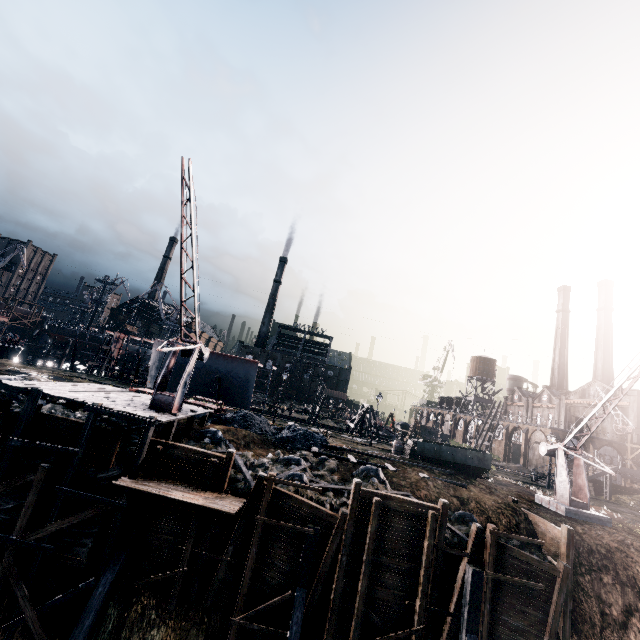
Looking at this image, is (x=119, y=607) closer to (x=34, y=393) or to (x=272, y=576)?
(x=272, y=576)

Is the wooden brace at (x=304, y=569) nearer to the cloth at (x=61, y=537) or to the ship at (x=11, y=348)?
the cloth at (x=61, y=537)

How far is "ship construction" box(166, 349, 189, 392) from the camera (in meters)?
44.94

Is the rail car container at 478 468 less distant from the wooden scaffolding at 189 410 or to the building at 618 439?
the wooden scaffolding at 189 410

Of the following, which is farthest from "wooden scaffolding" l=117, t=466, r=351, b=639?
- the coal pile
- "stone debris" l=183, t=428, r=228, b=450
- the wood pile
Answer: the wood pile

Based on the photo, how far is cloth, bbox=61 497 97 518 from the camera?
15.41m

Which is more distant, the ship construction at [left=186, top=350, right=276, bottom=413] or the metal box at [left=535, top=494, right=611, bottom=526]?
the ship construction at [left=186, top=350, right=276, bottom=413]
